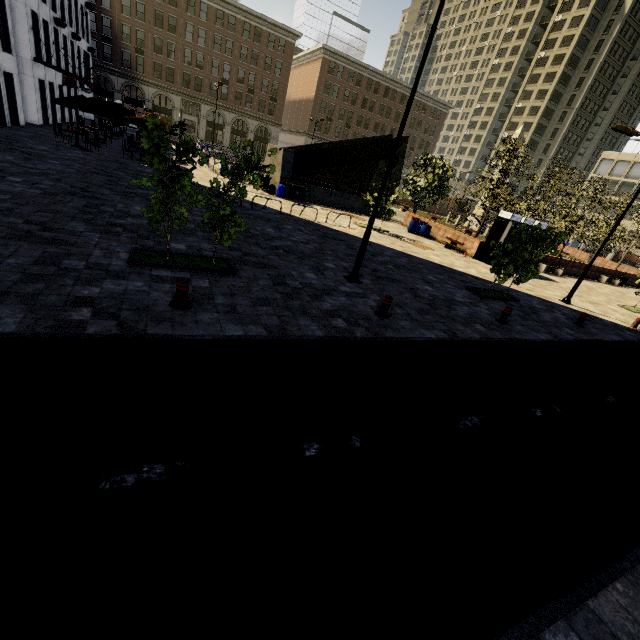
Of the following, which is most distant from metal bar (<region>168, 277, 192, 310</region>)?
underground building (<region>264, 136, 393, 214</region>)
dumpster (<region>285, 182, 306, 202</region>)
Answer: underground building (<region>264, 136, 393, 214</region>)

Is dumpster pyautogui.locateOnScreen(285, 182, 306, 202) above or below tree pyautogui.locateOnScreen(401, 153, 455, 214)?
below

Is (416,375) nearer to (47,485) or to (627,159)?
(47,485)

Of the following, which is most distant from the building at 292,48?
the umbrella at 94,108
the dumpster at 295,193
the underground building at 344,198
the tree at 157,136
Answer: the umbrella at 94,108

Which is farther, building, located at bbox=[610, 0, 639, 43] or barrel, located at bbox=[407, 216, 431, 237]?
building, located at bbox=[610, 0, 639, 43]

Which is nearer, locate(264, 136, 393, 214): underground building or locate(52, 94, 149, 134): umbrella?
locate(52, 94, 149, 134): umbrella

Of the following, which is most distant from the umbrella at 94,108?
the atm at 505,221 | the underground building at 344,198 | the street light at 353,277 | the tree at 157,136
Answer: the atm at 505,221

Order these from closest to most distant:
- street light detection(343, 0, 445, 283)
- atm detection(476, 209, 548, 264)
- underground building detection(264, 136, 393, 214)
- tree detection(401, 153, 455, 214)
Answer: street light detection(343, 0, 445, 283), atm detection(476, 209, 548, 264), underground building detection(264, 136, 393, 214), tree detection(401, 153, 455, 214)
